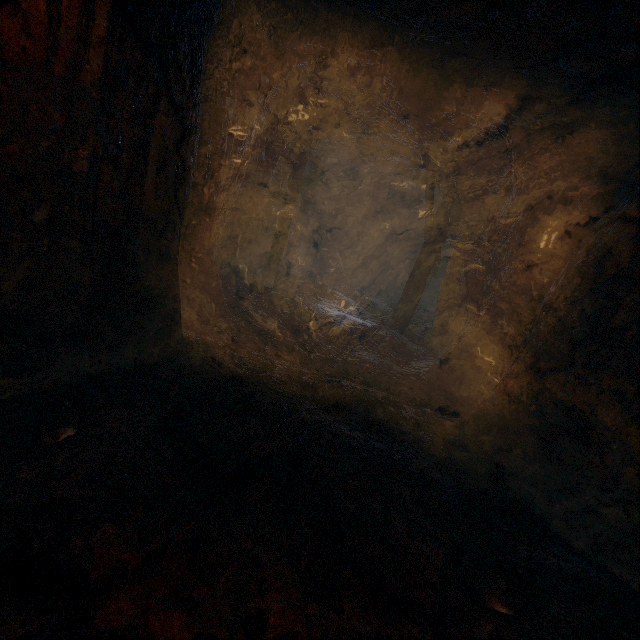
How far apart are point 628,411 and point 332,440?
2.84m

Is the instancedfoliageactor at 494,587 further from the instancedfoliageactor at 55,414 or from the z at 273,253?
the instancedfoliageactor at 55,414

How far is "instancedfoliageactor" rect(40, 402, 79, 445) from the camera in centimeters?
249cm

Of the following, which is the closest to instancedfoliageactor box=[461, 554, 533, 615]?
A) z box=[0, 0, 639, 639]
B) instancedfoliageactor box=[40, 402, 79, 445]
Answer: z box=[0, 0, 639, 639]

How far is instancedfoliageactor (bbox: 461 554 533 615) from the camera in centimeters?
228cm

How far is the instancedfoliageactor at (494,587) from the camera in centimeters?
228cm

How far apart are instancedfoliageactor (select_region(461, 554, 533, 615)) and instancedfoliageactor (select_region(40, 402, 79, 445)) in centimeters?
329cm
